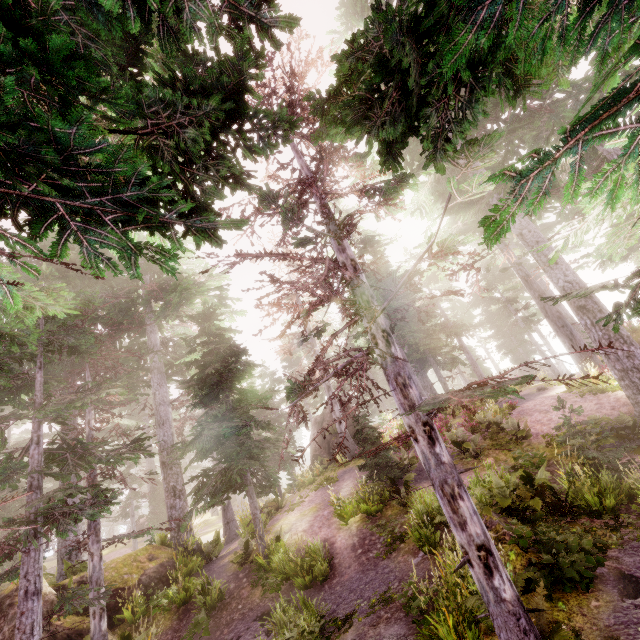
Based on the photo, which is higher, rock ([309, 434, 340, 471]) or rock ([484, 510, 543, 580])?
rock ([309, 434, 340, 471])

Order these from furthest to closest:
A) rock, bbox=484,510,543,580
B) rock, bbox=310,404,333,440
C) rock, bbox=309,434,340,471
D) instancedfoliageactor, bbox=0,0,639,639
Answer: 1. rock, bbox=310,404,333,440
2. rock, bbox=309,434,340,471
3. rock, bbox=484,510,543,580
4. instancedfoliageactor, bbox=0,0,639,639

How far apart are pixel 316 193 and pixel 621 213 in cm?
493

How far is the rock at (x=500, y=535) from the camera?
6.2m

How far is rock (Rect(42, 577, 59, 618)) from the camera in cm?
954

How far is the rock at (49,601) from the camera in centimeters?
954cm

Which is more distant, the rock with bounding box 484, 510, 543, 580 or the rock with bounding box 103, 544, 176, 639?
the rock with bounding box 103, 544, 176, 639

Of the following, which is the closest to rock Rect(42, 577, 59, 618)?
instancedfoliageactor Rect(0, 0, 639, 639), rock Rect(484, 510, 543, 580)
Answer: instancedfoliageactor Rect(0, 0, 639, 639)
